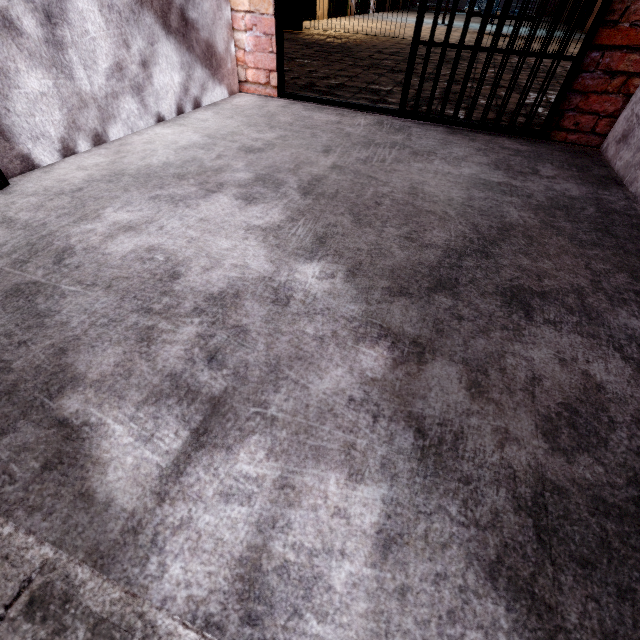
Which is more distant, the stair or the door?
the door

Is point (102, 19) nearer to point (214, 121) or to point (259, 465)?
point (214, 121)

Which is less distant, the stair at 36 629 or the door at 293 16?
the stair at 36 629

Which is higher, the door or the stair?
the door

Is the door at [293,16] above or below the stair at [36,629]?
above
